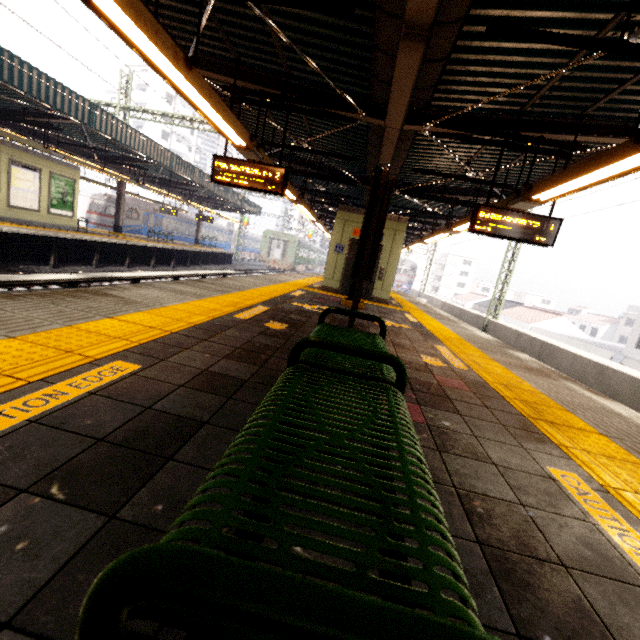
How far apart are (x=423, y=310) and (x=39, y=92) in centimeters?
1410cm

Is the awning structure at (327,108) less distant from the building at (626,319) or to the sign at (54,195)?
the sign at (54,195)

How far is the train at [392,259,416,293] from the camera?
40.09m

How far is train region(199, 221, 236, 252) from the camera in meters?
37.5

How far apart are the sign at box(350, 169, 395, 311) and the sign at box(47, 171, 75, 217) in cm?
1587

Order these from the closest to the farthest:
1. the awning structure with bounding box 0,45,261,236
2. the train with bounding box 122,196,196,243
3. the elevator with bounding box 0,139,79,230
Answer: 1. the awning structure with bounding box 0,45,261,236
2. the elevator with bounding box 0,139,79,230
3. the train with bounding box 122,196,196,243

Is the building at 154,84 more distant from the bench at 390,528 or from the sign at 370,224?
the bench at 390,528

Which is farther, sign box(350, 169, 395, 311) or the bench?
sign box(350, 169, 395, 311)
